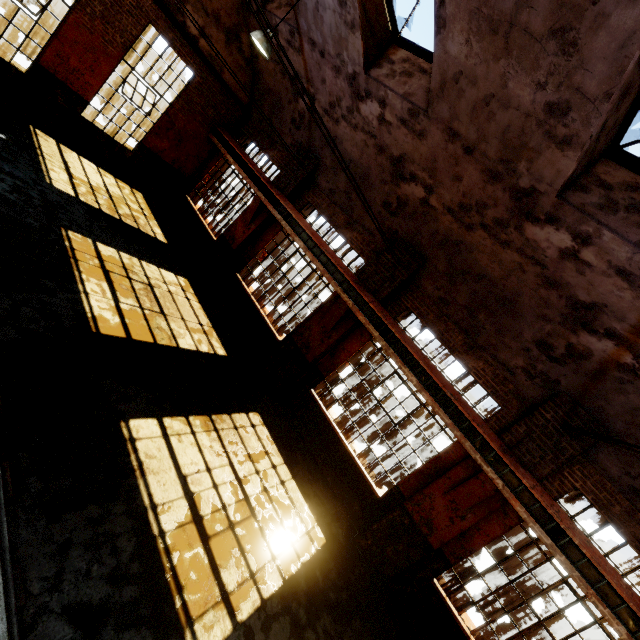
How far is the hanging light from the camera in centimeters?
687cm

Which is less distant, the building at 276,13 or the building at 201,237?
the building at 201,237

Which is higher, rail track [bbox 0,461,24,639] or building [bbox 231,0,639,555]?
building [bbox 231,0,639,555]

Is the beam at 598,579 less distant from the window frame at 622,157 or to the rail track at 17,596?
the window frame at 622,157

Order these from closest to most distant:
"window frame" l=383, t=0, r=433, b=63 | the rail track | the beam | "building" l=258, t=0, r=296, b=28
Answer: the rail track < the beam < "window frame" l=383, t=0, r=433, b=63 < "building" l=258, t=0, r=296, b=28

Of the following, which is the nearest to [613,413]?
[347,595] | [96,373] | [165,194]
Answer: [347,595]

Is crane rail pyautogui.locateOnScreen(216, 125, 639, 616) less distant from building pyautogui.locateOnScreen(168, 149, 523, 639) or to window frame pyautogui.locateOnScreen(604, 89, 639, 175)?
building pyautogui.locateOnScreen(168, 149, 523, 639)

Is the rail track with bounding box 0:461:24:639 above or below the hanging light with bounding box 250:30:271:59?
below
